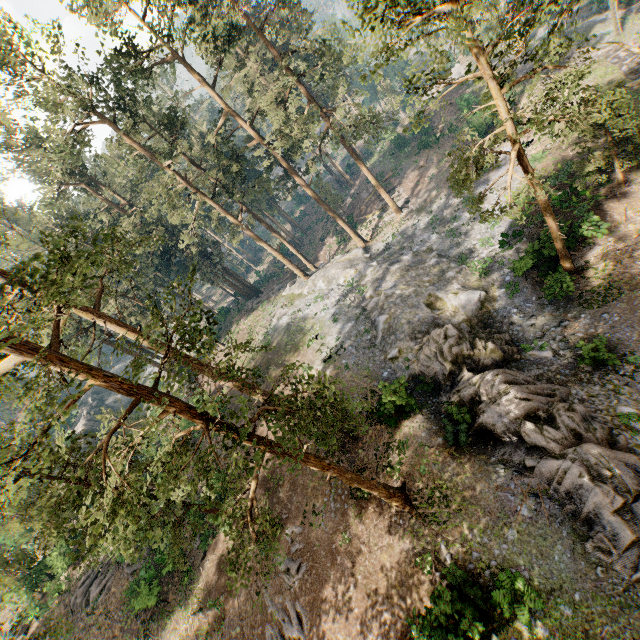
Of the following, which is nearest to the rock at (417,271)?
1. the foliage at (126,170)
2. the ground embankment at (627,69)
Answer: the foliage at (126,170)

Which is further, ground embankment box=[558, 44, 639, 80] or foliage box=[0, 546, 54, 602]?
ground embankment box=[558, 44, 639, 80]

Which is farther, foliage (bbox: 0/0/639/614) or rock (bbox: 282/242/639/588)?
rock (bbox: 282/242/639/588)

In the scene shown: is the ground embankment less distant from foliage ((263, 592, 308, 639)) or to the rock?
foliage ((263, 592, 308, 639))

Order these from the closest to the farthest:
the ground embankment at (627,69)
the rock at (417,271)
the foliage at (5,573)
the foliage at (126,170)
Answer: the foliage at (126,170) < the rock at (417,271) < the foliage at (5,573) < the ground embankment at (627,69)

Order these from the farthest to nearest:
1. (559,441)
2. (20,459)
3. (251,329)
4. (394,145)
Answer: (394,145), (251,329), (20,459), (559,441)

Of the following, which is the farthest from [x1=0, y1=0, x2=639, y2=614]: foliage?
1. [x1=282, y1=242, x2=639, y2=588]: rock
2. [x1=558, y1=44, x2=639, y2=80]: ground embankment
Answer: [x1=558, y1=44, x2=639, y2=80]: ground embankment

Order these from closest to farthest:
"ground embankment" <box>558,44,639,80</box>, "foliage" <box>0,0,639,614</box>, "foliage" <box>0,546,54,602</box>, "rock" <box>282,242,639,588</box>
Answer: "foliage" <box>0,0,639,614</box>
"rock" <box>282,242,639,588</box>
"foliage" <box>0,546,54,602</box>
"ground embankment" <box>558,44,639,80</box>
